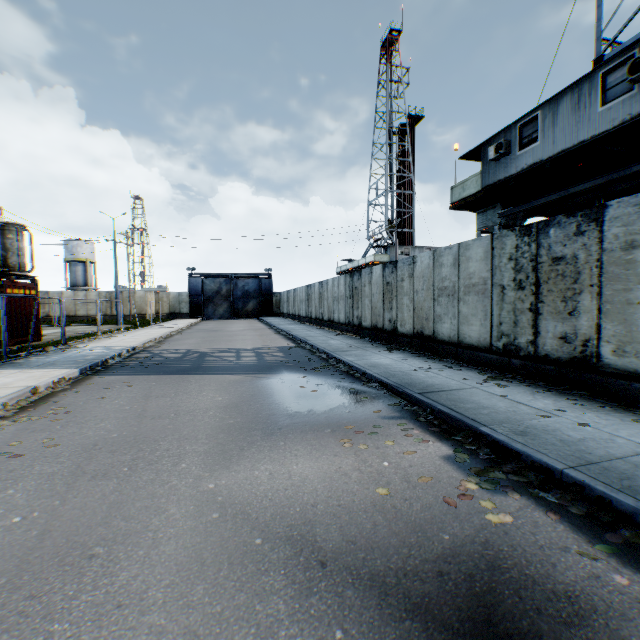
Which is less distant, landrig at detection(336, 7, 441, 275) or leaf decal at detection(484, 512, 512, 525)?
leaf decal at detection(484, 512, 512, 525)

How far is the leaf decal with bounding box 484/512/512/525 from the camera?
2.9 meters

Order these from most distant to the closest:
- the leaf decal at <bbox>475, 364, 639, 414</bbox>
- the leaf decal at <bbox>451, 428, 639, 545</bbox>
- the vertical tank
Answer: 1. the vertical tank
2. the leaf decal at <bbox>475, 364, 639, 414</bbox>
3. the leaf decal at <bbox>451, 428, 639, 545</bbox>

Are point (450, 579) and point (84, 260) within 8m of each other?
no

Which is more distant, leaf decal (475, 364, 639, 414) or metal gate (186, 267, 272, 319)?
metal gate (186, 267, 272, 319)

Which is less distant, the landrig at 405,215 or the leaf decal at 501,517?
the leaf decal at 501,517

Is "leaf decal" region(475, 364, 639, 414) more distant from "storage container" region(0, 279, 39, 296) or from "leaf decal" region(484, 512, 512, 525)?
"storage container" region(0, 279, 39, 296)

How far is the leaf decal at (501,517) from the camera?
2.85m
